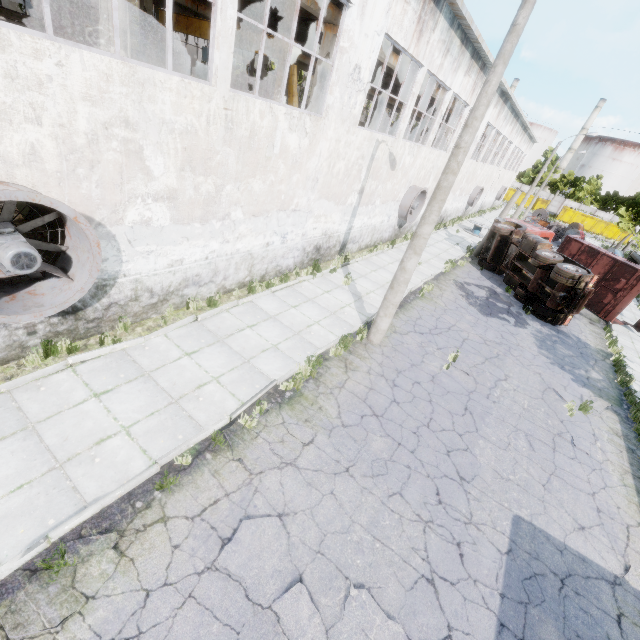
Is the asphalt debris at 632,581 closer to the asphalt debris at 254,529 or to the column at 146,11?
the asphalt debris at 254,529

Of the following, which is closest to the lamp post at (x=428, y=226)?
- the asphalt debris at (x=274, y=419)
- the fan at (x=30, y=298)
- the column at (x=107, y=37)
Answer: the asphalt debris at (x=274, y=419)

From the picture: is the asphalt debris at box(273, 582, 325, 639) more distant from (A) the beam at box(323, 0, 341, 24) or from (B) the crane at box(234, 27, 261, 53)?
(B) the crane at box(234, 27, 261, 53)

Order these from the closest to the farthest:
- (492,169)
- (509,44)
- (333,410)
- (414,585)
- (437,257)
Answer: (414,585) → (509,44) → (333,410) → (437,257) → (492,169)

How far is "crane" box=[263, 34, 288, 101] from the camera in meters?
13.1 m

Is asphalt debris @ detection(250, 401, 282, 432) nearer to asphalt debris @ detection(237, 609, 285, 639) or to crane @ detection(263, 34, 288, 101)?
asphalt debris @ detection(237, 609, 285, 639)

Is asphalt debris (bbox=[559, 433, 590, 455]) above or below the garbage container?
below

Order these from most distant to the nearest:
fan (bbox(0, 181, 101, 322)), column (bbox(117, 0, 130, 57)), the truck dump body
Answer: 1. the truck dump body
2. column (bbox(117, 0, 130, 57))
3. fan (bbox(0, 181, 101, 322))
